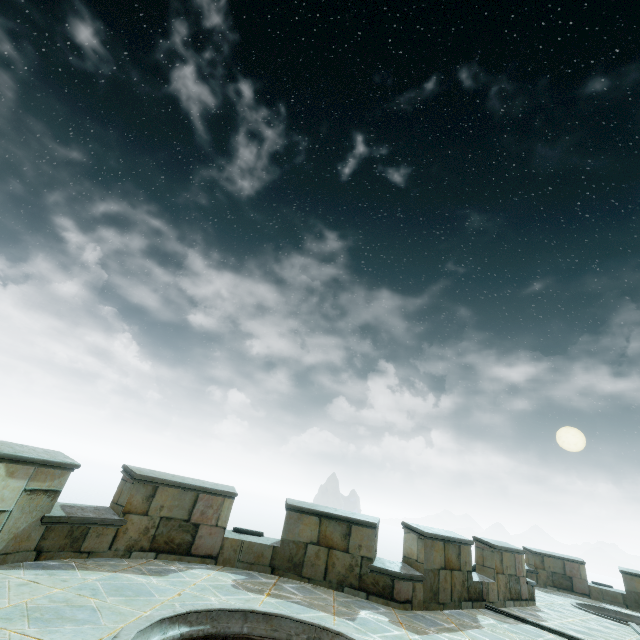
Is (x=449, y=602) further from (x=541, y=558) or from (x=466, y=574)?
(x=541, y=558)
